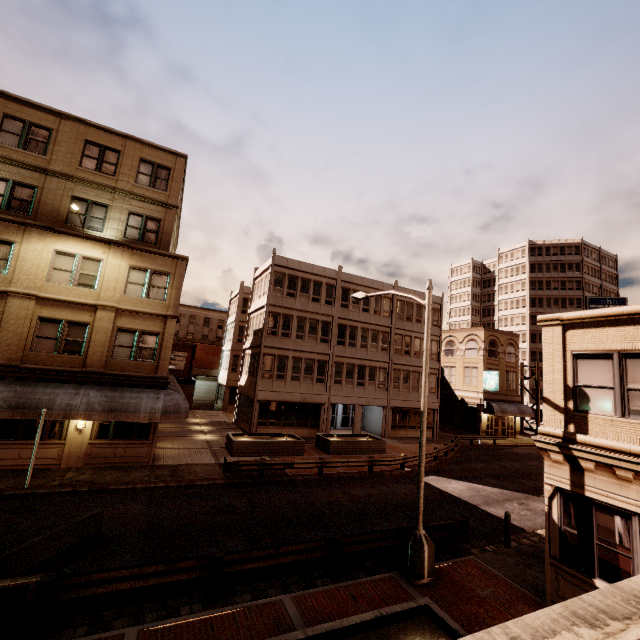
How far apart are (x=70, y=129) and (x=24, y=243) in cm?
740

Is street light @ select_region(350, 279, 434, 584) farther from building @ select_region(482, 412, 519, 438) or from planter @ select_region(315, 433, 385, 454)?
building @ select_region(482, 412, 519, 438)

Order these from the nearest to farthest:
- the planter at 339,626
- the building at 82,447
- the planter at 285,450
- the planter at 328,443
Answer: the planter at 339,626 < the building at 82,447 < the planter at 285,450 < the planter at 328,443

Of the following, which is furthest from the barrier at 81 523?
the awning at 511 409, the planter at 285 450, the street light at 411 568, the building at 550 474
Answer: the awning at 511 409

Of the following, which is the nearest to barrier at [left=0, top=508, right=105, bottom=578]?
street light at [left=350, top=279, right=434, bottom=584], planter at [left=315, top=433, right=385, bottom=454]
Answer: street light at [left=350, top=279, right=434, bottom=584]

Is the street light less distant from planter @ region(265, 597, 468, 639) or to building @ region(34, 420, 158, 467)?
planter @ region(265, 597, 468, 639)

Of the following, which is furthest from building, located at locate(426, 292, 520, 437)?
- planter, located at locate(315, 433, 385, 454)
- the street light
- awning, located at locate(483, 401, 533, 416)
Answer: the street light

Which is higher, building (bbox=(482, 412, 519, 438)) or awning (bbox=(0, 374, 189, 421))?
awning (bbox=(0, 374, 189, 421))
